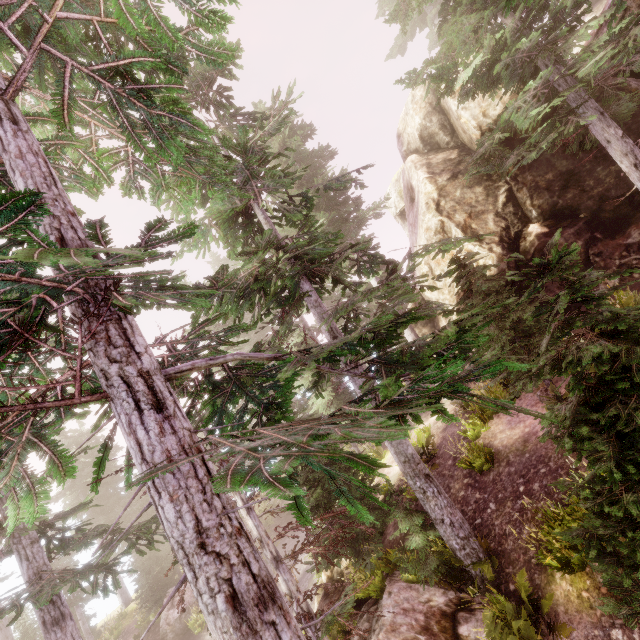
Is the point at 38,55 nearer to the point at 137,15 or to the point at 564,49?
the point at 137,15

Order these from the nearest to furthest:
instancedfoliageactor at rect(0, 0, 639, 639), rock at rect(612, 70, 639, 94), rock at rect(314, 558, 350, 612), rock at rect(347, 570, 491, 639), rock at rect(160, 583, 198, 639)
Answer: instancedfoliageactor at rect(0, 0, 639, 639)
rock at rect(347, 570, 491, 639)
rock at rect(612, 70, 639, 94)
rock at rect(314, 558, 350, 612)
rock at rect(160, 583, 198, 639)

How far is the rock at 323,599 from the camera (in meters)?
12.31

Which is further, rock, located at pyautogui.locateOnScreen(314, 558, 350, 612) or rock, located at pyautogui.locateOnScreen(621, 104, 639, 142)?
rock, located at pyautogui.locateOnScreen(314, 558, 350, 612)

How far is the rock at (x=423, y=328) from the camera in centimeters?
1674cm

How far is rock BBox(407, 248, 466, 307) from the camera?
14.9 meters

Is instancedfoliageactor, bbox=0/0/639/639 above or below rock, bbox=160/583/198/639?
above

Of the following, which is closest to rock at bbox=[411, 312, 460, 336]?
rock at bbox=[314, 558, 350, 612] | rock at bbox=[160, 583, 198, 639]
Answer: rock at bbox=[314, 558, 350, 612]
